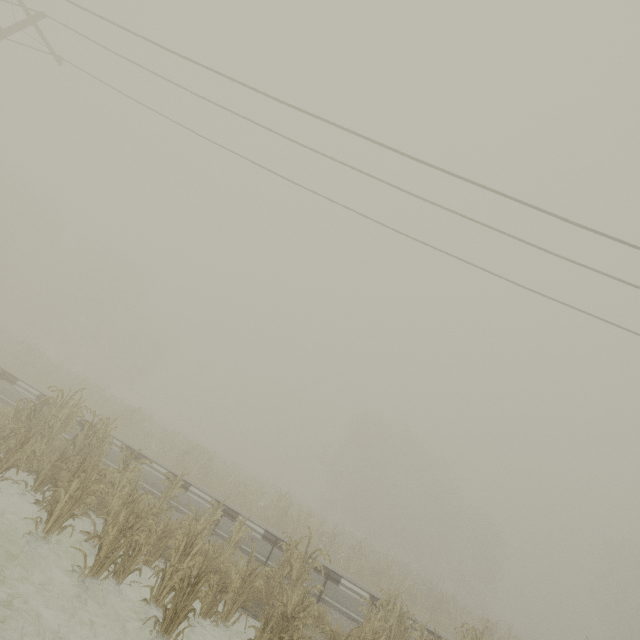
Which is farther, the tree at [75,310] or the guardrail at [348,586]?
the guardrail at [348,586]

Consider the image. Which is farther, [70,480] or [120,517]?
[70,480]

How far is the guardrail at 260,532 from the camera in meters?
10.7

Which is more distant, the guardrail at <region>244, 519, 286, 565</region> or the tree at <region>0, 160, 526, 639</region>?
the guardrail at <region>244, 519, 286, 565</region>

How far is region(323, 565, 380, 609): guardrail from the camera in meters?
10.5
